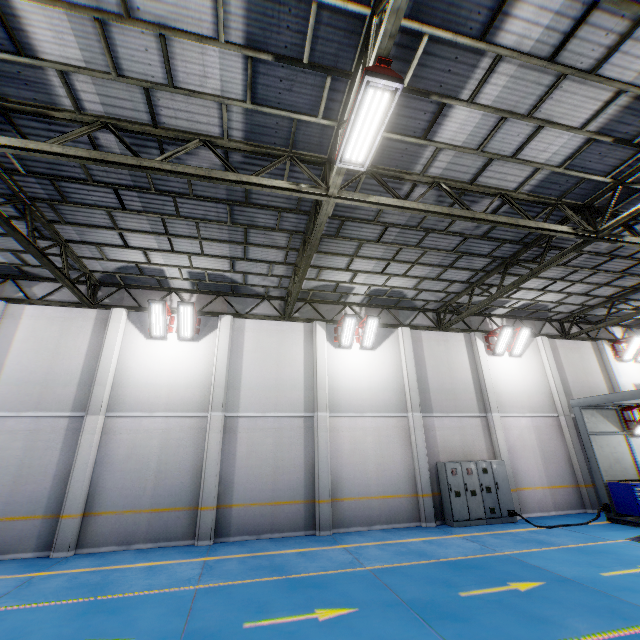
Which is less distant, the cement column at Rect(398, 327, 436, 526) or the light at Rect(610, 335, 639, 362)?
the cement column at Rect(398, 327, 436, 526)

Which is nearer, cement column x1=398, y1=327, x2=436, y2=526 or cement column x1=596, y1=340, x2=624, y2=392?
cement column x1=398, y1=327, x2=436, y2=526

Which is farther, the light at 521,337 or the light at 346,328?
the light at 521,337

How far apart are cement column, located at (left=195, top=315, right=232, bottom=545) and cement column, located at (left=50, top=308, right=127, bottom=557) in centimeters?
331cm

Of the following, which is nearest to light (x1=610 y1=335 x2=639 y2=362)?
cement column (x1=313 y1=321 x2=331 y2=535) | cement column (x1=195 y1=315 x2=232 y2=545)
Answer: cement column (x1=313 y1=321 x2=331 y2=535)

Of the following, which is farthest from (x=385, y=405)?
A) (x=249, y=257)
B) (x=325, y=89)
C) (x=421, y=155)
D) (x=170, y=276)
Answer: (x=325, y=89)

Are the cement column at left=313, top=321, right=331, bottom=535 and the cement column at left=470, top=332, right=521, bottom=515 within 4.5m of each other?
no

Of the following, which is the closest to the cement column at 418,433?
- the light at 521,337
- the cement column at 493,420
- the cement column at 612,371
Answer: the cement column at 493,420
